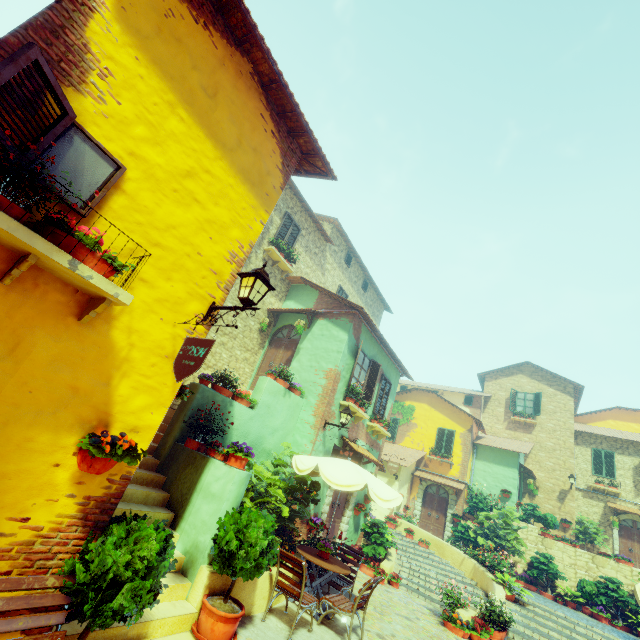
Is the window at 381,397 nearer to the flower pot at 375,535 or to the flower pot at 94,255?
the flower pot at 375,535

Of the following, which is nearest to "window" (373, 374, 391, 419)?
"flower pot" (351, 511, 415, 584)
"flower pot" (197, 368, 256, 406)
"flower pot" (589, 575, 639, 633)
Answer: "flower pot" (351, 511, 415, 584)

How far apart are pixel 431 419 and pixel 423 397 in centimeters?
165cm

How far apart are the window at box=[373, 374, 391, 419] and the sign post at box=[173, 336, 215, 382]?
10.5 meters

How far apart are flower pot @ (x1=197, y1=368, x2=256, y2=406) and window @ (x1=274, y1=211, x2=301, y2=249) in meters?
6.7 m

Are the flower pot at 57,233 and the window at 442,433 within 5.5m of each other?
no

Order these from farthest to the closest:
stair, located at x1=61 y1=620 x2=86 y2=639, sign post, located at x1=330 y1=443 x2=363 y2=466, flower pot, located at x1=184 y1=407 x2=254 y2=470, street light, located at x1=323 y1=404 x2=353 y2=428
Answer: street light, located at x1=323 y1=404 x2=353 y2=428
sign post, located at x1=330 y1=443 x2=363 y2=466
flower pot, located at x1=184 y1=407 x2=254 y2=470
stair, located at x1=61 y1=620 x2=86 y2=639

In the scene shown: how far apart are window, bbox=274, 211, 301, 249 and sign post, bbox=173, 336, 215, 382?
10.01m
